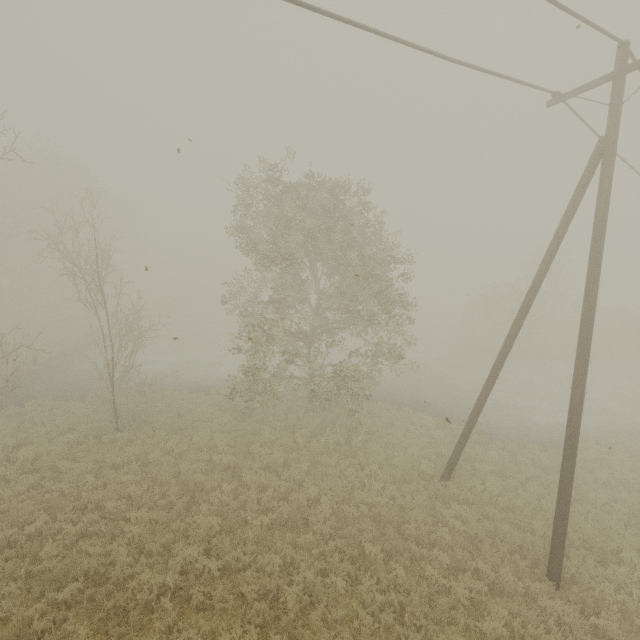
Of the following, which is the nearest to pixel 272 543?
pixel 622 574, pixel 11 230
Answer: pixel 622 574
